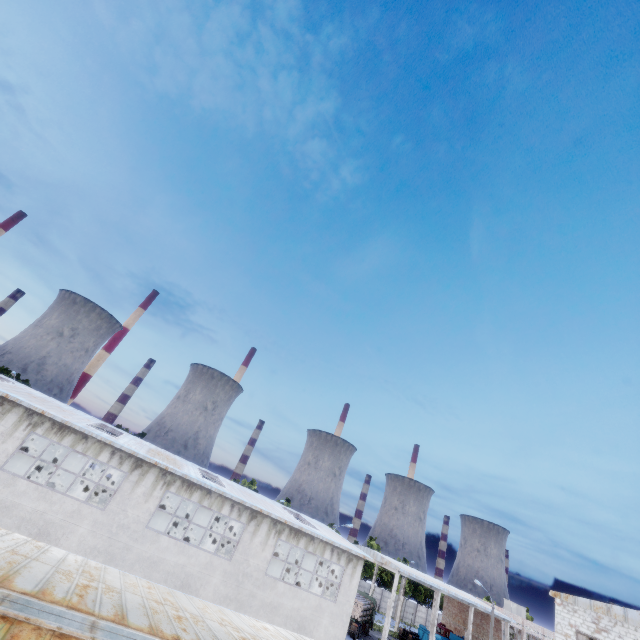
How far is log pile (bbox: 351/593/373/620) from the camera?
37.3m

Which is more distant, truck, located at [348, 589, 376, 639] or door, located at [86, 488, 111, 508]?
truck, located at [348, 589, 376, 639]

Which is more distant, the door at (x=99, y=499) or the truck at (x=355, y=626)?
the truck at (x=355, y=626)

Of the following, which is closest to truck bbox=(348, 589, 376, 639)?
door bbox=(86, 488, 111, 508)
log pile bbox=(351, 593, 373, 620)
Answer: log pile bbox=(351, 593, 373, 620)

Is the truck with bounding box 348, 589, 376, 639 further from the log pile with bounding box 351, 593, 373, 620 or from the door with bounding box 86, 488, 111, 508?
the door with bounding box 86, 488, 111, 508

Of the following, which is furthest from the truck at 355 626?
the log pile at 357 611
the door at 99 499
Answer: the door at 99 499

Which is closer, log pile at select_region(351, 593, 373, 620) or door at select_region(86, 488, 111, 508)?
door at select_region(86, 488, 111, 508)

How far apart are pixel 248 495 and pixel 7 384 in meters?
17.8 m
